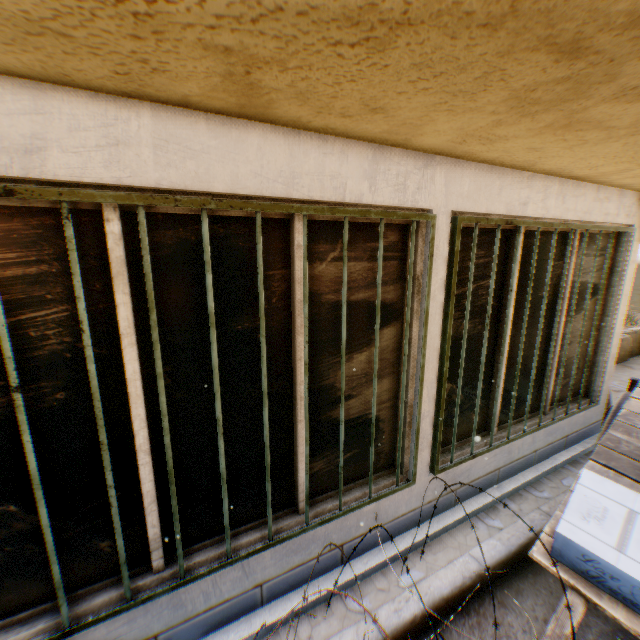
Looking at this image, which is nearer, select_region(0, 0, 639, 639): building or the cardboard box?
select_region(0, 0, 639, 639): building

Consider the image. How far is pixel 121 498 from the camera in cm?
196

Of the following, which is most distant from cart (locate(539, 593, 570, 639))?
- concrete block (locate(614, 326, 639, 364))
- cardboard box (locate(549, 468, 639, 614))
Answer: concrete block (locate(614, 326, 639, 364))

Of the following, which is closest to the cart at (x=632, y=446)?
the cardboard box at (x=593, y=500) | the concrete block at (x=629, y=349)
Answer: the cardboard box at (x=593, y=500)

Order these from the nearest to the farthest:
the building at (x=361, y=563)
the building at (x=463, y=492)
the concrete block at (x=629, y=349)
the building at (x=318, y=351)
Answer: the building at (x=318, y=351)
the building at (x=361, y=563)
the building at (x=463, y=492)
the concrete block at (x=629, y=349)

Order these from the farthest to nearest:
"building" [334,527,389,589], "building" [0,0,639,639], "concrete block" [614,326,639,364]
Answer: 1. "concrete block" [614,326,639,364]
2. "building" [334,527,389,589]
3. "building" [0,0,639,639]
